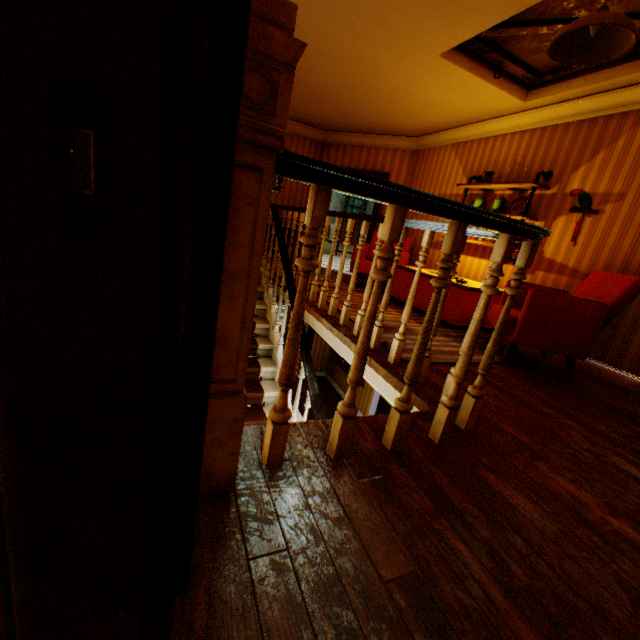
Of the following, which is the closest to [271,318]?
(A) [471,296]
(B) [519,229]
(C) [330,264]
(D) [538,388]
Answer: (C) [330,264]

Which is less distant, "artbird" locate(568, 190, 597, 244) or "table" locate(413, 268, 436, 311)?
"artbird" locate(568, 190, 597, 244)

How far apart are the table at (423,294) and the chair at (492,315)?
0.3 meters

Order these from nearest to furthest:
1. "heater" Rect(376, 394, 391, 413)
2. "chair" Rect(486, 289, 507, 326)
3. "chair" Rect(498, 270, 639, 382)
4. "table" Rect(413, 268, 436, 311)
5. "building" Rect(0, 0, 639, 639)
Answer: "building" Rect(0, 0, 639, 639), "chair" Rect(498, 270, 639, 382), "chair" Rect(486, 289, 507, 326), "table" Rect(413, 268, 436, 311), "heater" Rect(376, 394, 391, 413)

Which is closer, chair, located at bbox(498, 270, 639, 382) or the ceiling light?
the ceiling light

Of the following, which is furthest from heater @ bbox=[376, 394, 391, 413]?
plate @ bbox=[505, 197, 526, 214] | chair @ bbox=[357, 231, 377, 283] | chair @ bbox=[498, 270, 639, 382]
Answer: plate @ bbox=[505, 197, 526, 214]

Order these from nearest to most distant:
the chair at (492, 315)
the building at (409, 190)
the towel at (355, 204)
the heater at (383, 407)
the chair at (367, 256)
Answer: the building at (409, 190) < the chair at (492, 315) < the chair at (367, 256) < the heater at (383, 407) < the towel at (355, 204)

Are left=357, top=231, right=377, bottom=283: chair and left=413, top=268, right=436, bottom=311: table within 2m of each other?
yes
